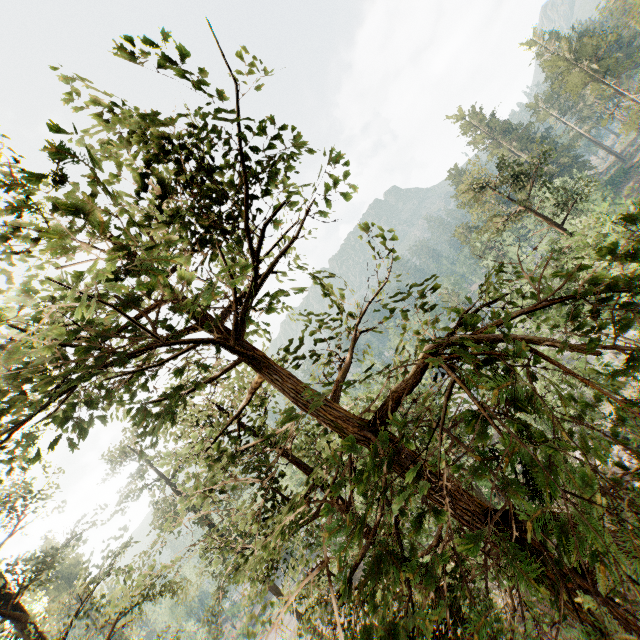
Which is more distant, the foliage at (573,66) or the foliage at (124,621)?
the foliage at (573,66)

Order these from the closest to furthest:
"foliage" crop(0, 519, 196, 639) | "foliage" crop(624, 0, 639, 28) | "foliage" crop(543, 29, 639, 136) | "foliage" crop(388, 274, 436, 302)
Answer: "foliage" crop(388, 274, 436, 302)
"foliage" crop(0, 519, 196, 639)
"foliage" crop(624, 0, 639, 28)
"foliage" crop(543, 29, 639, 136)

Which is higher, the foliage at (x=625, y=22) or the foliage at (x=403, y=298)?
the foliage at (x=625, y=22)

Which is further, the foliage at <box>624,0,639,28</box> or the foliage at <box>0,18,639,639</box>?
the foliage at <box>624,0,639,28</box>

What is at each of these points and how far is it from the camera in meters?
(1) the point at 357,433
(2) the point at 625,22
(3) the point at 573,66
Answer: (1) foliage, 4.8 m
(2) foliage, 41.9 m
(3) foliage, 45.7 m

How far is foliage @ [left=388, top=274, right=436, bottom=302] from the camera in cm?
494
